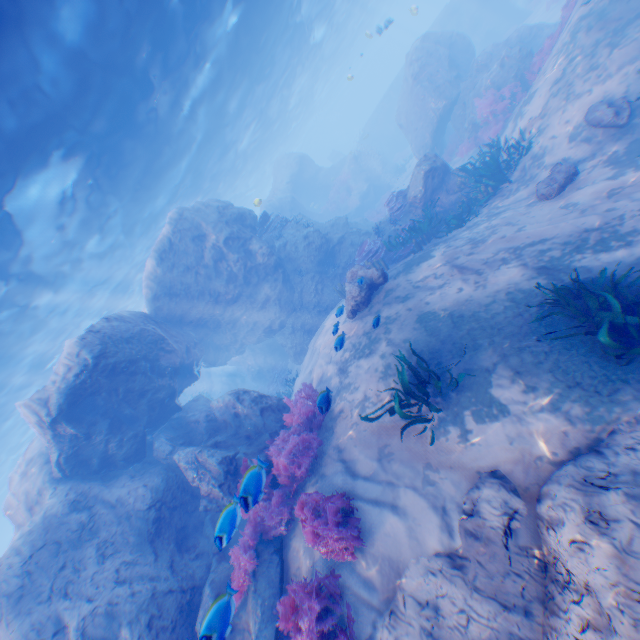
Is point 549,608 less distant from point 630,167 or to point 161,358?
point 630,167

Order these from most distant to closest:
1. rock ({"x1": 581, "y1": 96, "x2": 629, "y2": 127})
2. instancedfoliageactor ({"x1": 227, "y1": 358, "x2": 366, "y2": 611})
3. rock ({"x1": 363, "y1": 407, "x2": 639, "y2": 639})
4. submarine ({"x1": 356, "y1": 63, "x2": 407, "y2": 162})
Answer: submarine ({"x1": 356, "y1": 63, "x2": 407, "y2": 162})
rock ({"x1": 581, "y1": 96, "x2": 629, "y2": 127})
instancedfoliageactor ({"x1": 227, "y1": 358, "x2": 366, "y2": 611})
rock ({"x1": 363, "y1": 407, "x2": 639, "y2": 639})

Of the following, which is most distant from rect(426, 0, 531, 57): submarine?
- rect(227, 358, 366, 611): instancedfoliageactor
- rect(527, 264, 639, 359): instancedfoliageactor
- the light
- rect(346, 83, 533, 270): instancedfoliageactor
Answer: rect(227, 358, 366, 611): instancedfoliageactor

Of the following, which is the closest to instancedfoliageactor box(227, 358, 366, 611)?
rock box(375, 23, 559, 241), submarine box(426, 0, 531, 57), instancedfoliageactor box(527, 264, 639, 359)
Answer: rock box(375, 23, 559, 241)

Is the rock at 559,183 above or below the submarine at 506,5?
below

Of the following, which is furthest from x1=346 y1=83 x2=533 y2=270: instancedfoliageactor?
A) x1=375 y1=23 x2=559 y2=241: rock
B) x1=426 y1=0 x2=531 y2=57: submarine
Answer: x1=426 y1=0 x2=531 y2=57: submarine

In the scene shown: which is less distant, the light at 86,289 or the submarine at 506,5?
the light at 86,289

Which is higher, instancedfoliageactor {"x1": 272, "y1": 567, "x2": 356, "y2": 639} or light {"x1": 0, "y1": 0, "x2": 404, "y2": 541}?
light {"x1": 0, "y1": 0, "x2": 404, "y2": 541}
